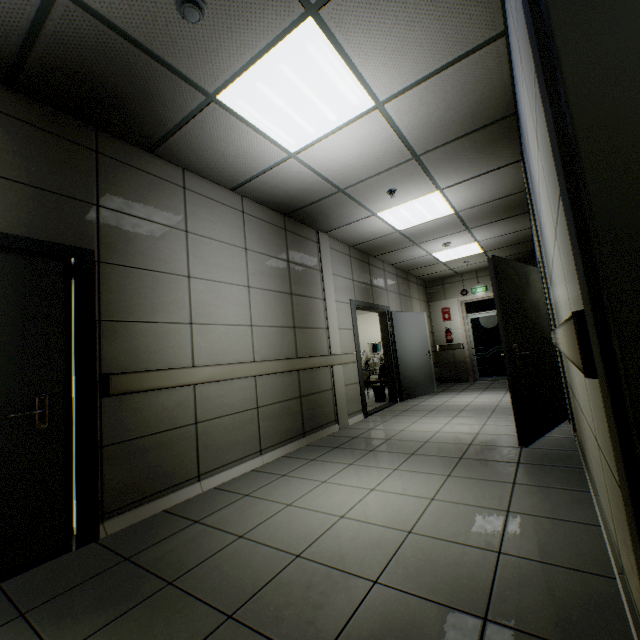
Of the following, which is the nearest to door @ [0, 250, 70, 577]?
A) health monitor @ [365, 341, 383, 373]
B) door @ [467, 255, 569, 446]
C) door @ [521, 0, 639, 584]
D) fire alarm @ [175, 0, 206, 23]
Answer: fire alarm @ [175, 0, 206, 23]

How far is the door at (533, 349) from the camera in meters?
3.4

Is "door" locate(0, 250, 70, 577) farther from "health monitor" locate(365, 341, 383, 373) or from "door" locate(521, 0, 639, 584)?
"health monitor" locate(365, 341, 383, 373)

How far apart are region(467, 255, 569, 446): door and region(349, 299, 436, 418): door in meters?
2.6 m

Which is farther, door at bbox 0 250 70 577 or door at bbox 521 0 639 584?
door at bbox 0 250 70 577

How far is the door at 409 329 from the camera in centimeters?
602cm

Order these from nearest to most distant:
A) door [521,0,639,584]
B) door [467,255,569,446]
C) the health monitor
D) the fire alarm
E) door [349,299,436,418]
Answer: door [521,0,639,584] < the fire alarm < door [467,255,569,446] < door [349,299,436,418] < the health monitor

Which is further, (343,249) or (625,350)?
(343,249)
